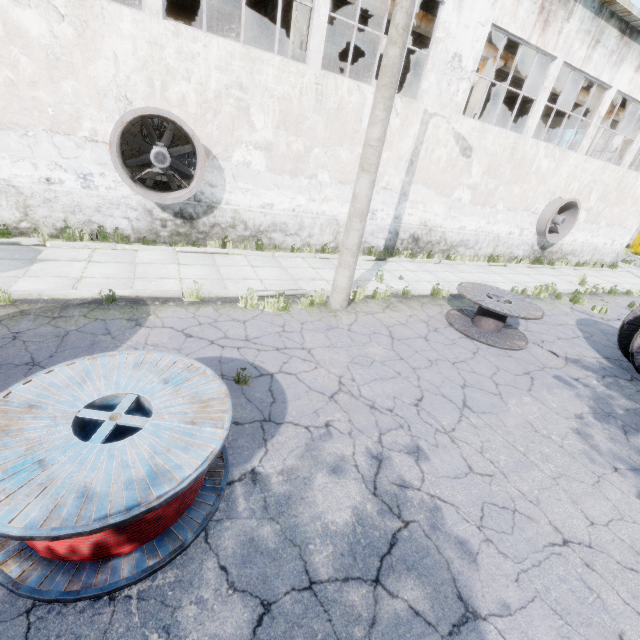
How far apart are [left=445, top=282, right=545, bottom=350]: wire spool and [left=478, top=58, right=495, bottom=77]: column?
9.48m

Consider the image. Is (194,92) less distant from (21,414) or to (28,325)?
(28,325)

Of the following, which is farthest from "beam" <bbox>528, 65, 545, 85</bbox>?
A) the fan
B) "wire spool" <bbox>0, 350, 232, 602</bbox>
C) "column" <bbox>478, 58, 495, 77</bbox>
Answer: "wire spool" <bbox>0, 350, 232, 602</bbox>

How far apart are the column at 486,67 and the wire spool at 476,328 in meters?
9.5 m

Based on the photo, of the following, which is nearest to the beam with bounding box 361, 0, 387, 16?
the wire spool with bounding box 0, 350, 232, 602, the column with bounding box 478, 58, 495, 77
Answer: the column with bounding box 478, 58, 495, 77

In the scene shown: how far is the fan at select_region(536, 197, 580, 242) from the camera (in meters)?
15.59

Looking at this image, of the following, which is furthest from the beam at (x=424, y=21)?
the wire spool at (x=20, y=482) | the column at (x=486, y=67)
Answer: the wire spool at (x=20, y=482)

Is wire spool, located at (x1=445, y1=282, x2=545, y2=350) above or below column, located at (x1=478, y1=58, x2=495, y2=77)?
below
